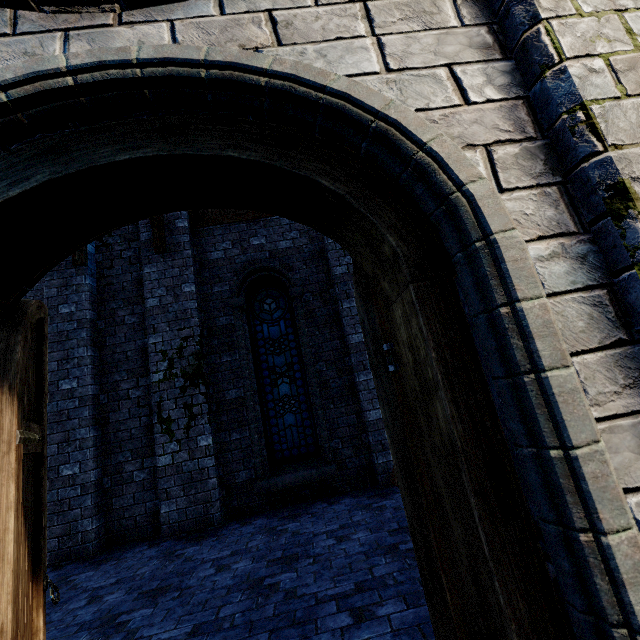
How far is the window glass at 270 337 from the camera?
6.5m

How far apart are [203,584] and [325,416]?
3.2m

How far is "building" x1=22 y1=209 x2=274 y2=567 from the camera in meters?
5.5

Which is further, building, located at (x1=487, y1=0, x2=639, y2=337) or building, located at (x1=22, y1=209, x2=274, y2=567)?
building, located at (x1=22, y1=209, x2=274, y2=567)

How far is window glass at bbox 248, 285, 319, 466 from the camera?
6.50m

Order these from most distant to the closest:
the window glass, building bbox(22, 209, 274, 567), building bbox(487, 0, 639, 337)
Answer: the window glass, building bbox(22, 209, 274, 567), building bbox(487, 0, 639, 337)

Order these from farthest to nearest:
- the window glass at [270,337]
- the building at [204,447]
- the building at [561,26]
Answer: the window glass at [270,337], the building at [204,447], the building at [561,26]
